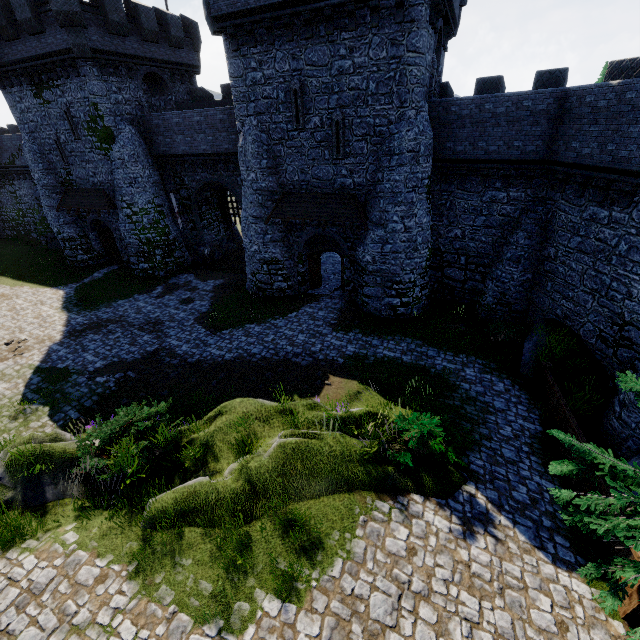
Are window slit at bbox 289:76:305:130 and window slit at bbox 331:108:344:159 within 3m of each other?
yes

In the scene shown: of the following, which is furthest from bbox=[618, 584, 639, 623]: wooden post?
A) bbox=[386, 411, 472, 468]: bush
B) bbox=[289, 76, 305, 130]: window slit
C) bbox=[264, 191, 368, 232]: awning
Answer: bbox=[289, 76, 305, 130]: window slit

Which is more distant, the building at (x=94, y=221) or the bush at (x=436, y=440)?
the building at (x=94, y=221)

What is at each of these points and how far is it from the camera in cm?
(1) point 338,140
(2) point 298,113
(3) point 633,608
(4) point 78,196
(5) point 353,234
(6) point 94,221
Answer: (1) window slit, 1619
(2) window slit, 1623
(3) wooden post, 590
(4) awning, 2491
(5) building, 1847
(6) building, 2694

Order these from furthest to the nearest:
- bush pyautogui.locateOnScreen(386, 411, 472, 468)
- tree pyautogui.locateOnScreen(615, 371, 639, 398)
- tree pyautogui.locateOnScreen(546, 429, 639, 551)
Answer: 1. bush pyautogui.locateOnScreen(386, 411, 472, 468)
2. tree pyautogui.locateOnScreen(615, 371, 639, 398)
3. tree pyautogui.locateOnScreen(546, 429, 639, 551)

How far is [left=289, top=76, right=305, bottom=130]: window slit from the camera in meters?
15.6

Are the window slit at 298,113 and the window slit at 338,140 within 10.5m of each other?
yes

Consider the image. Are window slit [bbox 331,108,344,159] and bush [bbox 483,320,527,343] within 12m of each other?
yes
